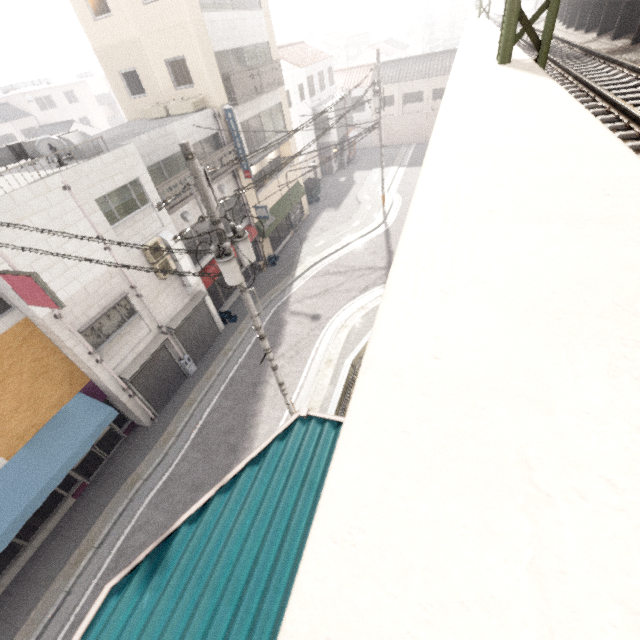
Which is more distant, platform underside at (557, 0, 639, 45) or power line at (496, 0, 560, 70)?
platform underside at (557, 0, 639, 45)

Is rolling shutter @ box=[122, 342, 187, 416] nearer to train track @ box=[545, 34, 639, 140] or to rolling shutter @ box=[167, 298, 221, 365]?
rolling shutter @ box=[167, 298, 221, 365]

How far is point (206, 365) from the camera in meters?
15.2

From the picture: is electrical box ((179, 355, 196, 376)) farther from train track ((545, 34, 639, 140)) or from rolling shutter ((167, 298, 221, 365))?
train track ((545, 34, 639, 140))

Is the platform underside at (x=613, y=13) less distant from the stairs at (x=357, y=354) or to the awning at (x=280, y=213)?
the stairs at (x=357, y=354)

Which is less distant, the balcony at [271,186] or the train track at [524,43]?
the train track at [524,43]

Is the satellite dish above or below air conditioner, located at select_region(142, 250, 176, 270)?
above

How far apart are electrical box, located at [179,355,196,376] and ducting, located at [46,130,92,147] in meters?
8.3
